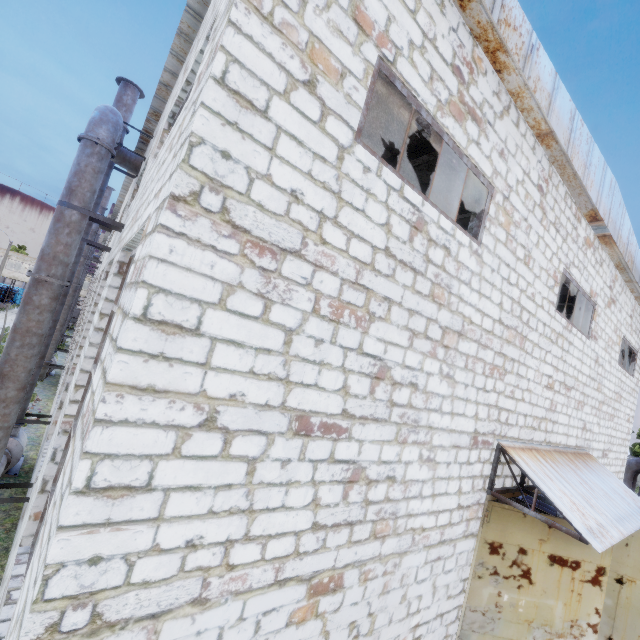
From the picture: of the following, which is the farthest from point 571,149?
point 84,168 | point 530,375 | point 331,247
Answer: point 84,168

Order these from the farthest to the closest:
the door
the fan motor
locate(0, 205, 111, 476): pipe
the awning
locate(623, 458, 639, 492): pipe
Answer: locate(623, 458, 639, 492): pipe, the fan motor, locate(0, 205, 111, 476): pipe, the door, the awning

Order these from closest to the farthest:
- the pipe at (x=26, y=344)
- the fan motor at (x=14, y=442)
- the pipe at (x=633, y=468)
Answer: the pipe at (x=26, y=344), the fan motor at (x=14, y=442), the pipe at (x=633, y=468)

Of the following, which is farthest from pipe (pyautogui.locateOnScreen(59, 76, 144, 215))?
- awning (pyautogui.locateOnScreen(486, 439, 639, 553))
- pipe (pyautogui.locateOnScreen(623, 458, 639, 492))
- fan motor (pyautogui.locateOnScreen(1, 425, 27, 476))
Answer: pipe (pyautogui.locateOnScreen(623, 458, 639, 492))

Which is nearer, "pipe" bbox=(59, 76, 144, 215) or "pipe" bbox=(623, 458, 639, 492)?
"pipe" bbox=(59, 76, 144, 215)

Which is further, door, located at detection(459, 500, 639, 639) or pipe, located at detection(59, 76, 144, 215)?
pipe, located at detection(59, 76, 144, 215)

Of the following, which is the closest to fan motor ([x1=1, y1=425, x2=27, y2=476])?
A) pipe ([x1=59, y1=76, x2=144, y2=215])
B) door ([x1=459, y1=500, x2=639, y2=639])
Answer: pipe ([x1=59, y1=76, x2=144, y2=215])

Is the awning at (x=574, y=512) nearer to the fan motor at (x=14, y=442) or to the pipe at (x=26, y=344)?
the pipe at (x=26, y=344)
